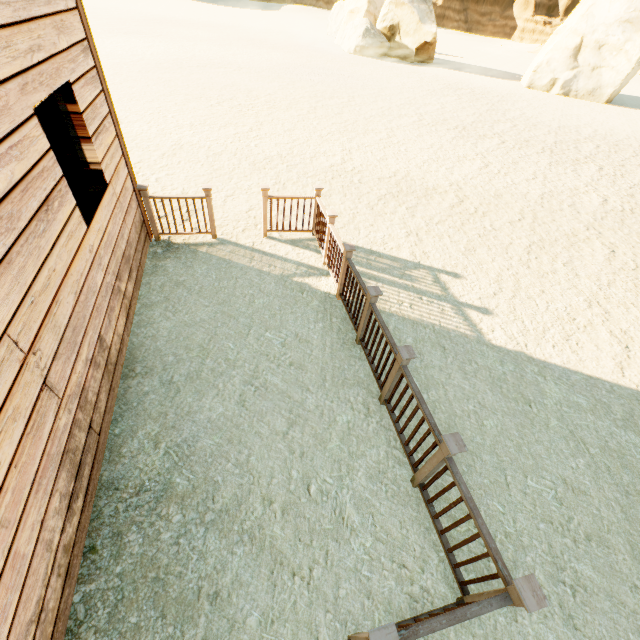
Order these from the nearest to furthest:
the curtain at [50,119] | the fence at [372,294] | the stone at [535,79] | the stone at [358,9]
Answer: the fence at [372,294] < the curtain at [50,119] < the stone at [535,79] < the stone at [358,9]

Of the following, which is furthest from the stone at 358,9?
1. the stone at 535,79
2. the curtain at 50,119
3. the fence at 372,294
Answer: the curtain at 50,119

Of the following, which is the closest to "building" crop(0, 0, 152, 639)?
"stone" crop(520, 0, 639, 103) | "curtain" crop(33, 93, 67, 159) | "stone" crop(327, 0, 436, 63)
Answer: "curtain" crop(33, 93, 67, 159)

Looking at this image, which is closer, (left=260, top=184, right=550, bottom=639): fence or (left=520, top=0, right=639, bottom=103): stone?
(left=260, top=184, right=550, bottom=639): fence

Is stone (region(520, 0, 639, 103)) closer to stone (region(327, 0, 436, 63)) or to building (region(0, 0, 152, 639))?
stone (region(327, 0, 436, 63))

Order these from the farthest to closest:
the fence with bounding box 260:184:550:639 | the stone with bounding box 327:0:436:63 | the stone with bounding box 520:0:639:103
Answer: the stone with bounding box 327:0:436:63 < the stone with bounding box 520:0:639:103 < the fence with bounding box 260:184:550:639

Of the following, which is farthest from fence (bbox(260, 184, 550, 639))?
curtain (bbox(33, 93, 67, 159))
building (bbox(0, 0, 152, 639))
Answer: curtain (bbox(33, 93, 67, 159))

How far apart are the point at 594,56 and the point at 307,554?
35.7m
